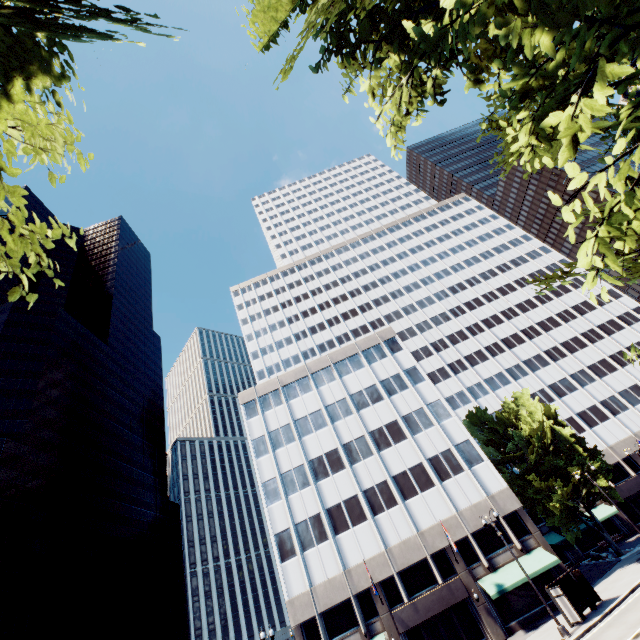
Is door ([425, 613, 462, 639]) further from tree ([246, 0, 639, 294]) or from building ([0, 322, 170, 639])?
building ([0, 322, 170, 639])

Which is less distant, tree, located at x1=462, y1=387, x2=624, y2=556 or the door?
the door

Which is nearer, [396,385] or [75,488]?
[396,385]

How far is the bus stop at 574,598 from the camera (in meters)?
21.48

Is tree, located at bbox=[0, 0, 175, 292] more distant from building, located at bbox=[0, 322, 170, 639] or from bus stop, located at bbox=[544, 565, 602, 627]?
building, located at bbox=[0, 322, 170, 639]

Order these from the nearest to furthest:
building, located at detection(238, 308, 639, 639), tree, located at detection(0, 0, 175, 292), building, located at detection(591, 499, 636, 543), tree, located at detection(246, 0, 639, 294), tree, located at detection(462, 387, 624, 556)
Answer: tree, located at detection(246, 0, 639, 294) < tree, located at detection(0, 0, 175, 292) < building, located at detection(238, 308, 639, 639) < tree, located at detection(462, 387, 624, 556) < building, located at detection(591, 499, 636, 543)

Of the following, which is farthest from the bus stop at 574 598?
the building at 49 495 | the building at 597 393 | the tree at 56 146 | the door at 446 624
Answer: the building at 49 495

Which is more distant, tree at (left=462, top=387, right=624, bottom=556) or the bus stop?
tree at (left=462, top=387, right=624, bottom=556)
